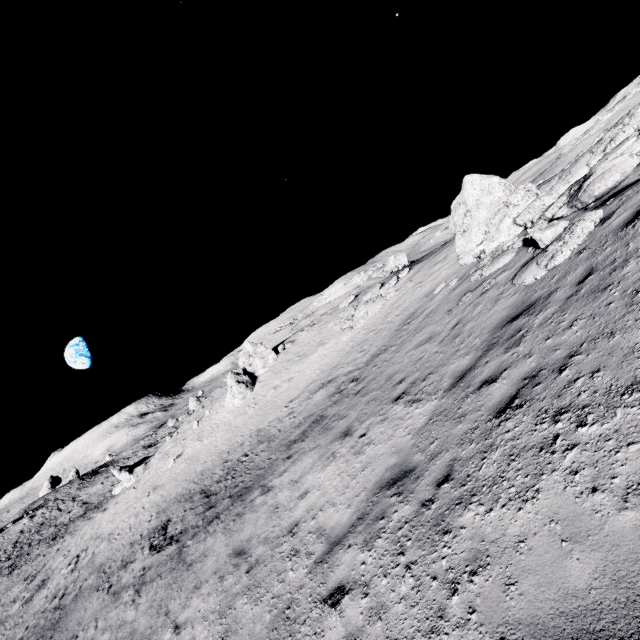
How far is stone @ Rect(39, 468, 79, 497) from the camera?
58.8 meters

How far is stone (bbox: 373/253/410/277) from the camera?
40.93m

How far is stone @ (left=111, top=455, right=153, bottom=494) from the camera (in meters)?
32.97

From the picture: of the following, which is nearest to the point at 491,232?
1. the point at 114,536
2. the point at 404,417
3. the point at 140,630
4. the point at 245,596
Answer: the point at 404,417

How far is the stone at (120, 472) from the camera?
33.0 meters

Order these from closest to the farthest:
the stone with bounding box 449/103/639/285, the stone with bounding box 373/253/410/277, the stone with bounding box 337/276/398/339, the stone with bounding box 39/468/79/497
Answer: the stone with bounding box 449/103/639/285 → the stone with bounding box 337/276/398/339 → the stone with bounding box 373/253/410/277 → the stone with bounding box 39/468/79/497

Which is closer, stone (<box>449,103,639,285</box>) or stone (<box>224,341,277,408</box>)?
stone (<box>449,103,639,285</box>)

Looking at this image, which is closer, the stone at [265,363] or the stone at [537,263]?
the stone at [537,263]
